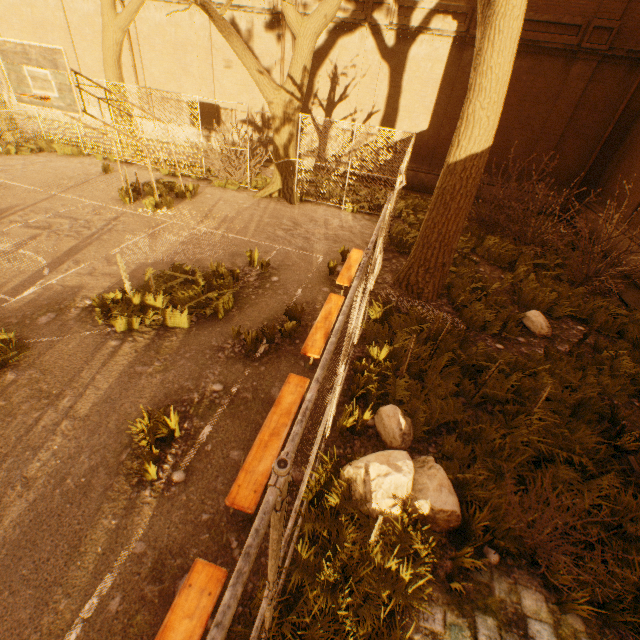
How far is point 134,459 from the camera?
4.06m

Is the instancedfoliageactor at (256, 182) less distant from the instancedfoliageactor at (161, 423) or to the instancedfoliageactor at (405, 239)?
the instancedfoliageactor at (405, 239)

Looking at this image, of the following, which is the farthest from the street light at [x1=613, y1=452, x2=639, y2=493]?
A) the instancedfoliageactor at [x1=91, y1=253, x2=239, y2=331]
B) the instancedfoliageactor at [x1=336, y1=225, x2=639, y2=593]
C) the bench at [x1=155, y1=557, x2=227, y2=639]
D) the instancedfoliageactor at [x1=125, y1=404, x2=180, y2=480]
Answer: the instancedfoliageactor at [x1=91, y1=253, x2=239, y2=331]

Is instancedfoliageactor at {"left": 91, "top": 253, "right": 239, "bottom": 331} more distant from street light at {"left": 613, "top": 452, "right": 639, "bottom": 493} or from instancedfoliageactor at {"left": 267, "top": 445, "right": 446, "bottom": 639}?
street light at {"left": 613, "top": 452, "right": 639, "bottom": 493}

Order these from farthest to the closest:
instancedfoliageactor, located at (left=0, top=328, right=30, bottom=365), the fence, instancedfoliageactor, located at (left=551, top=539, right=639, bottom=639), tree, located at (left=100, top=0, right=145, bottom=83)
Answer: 1. tree, located at (left=100, top=0, right=145, bottom=83)
2. instancedfoliageactor, located at (left=0, top=328, right=30, bottom=365)
3. instancedfoliageactor, located at (left=551, top=539, right=639, bottom=639)
4. the fence

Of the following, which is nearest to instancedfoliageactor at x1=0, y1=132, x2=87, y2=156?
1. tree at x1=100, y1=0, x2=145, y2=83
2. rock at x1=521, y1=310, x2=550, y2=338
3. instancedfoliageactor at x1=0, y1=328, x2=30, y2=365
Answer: tree at x1=100, y1=0, x2=145, y2=83

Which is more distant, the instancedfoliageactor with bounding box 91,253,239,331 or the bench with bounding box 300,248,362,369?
the instancedfoliageactor with bounding box 91,253,239,331

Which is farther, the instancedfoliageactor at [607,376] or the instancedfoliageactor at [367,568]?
the instancedfoliageactor at [607,376]
